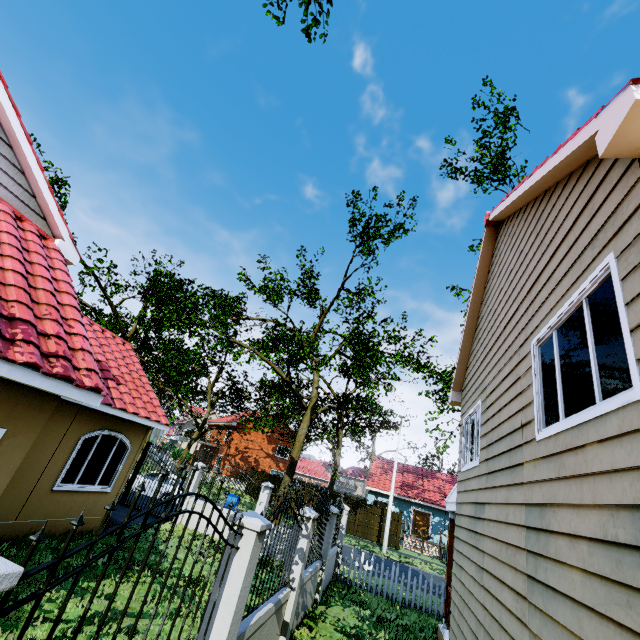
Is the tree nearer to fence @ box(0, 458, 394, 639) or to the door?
fence @ box(0, 458, 394, 639)

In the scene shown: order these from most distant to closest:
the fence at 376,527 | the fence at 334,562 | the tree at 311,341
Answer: the fence at 376,527, the tree at 311,341, the fence at 334,562

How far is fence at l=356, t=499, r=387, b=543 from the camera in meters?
25.2

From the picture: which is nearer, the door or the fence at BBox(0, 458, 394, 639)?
the fence at BBox(0, 458, 394, 639)

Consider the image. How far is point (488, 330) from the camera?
7.3m

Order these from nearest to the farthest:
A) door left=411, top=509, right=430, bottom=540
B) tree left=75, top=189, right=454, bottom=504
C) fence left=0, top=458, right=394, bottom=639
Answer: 1. fence left=0, top=458, right=394, bottom=639
2. tree left=75, top=189, right=454, bottom=504
3. door left=411, top=509, right=430, bottom=540

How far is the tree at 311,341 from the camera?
16.03m
